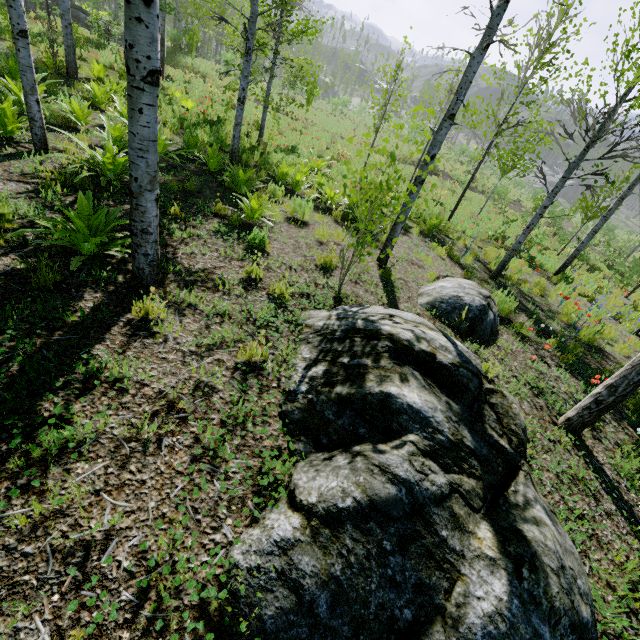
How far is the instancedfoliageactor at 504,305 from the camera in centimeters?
622cm

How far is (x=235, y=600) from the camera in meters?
1.7

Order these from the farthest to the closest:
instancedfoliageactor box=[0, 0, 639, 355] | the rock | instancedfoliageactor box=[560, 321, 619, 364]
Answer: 1. the rock
2. instancedfoliageactor box=[560, 321, 619, 364]
3. instancedfoliageactor box=[0, 0, 639, 355]

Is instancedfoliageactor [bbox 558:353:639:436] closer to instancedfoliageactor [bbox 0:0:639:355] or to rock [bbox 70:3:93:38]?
instancedfoliageactor [bbox 0:0:639:355]

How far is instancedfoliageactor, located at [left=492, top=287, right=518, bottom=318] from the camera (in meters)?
6.22

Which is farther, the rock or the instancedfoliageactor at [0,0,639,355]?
the rock

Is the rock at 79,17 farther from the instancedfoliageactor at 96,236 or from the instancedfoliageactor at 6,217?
the instancedfoliageactor at 6,217
